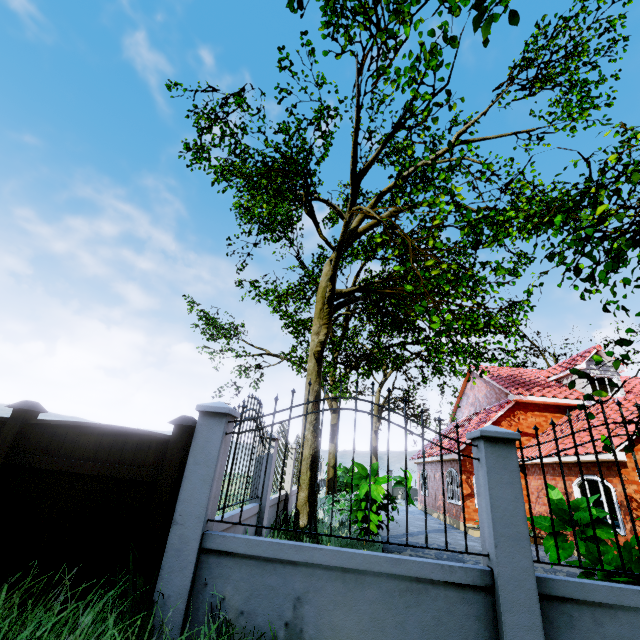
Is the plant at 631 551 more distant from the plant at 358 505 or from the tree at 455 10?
the plant at 358 505

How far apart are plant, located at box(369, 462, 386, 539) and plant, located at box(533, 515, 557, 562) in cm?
435

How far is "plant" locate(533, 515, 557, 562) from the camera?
4.81m

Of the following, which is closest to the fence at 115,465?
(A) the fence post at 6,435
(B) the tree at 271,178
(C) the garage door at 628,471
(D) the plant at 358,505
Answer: (A) the fence post at 6,435

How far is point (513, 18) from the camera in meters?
1.3

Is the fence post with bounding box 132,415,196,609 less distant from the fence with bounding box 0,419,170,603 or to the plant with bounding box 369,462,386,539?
the fence with bounding box 0,419,170,603

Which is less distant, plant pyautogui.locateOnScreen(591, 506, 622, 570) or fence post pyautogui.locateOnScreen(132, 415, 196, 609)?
fence post pyautogui.locateOnScreen(132, 415, 196, 609)
